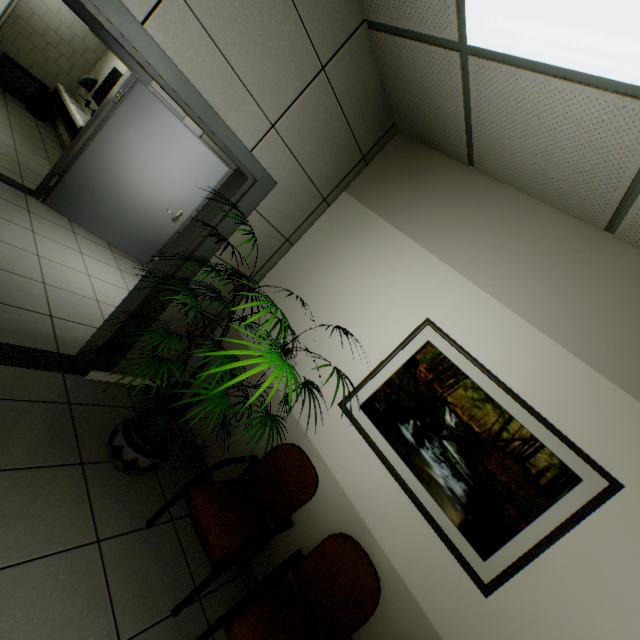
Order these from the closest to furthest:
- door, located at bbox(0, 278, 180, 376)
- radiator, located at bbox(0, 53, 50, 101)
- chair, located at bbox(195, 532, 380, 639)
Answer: chair, located at bbox(195, 532, 380, 639), door, located at bbox(0, 278, 180, 376), radiator, located at bbox(0, 53, 50, 101)

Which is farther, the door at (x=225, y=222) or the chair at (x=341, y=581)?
the door at (x=225, y=222)

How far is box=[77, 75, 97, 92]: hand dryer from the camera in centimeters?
674cm

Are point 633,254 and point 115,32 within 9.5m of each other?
yes

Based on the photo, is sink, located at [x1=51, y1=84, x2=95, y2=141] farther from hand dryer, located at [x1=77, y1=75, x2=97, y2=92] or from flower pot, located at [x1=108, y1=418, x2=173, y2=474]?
flower pot, located at [x1=108, y1=418, x2=173, y2=474]

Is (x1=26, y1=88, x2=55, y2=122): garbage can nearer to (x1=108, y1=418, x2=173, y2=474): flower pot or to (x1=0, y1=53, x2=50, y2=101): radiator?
(x1=0, y1=53, x2=50, y2=101): radiator

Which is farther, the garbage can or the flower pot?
the garbage can

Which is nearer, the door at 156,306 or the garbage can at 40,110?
the door at 156,306
